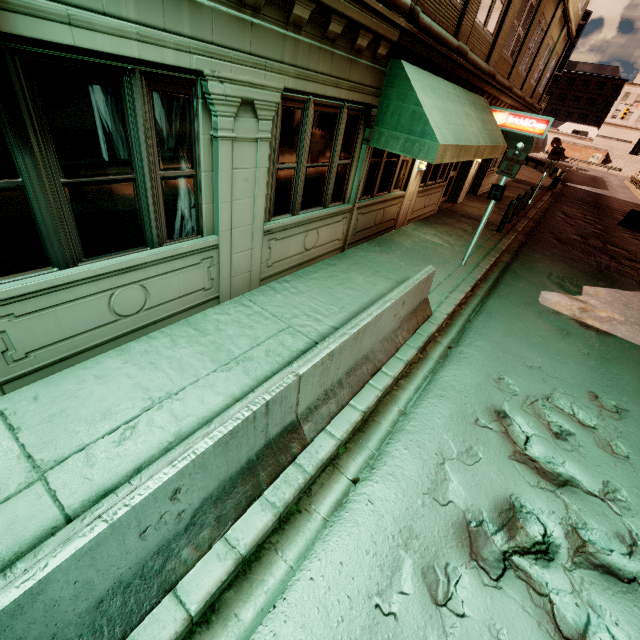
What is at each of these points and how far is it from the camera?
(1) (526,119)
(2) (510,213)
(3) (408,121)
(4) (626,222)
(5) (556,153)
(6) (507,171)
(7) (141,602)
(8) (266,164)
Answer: (1) sign, 11.7 meters
(2) bollard, 12.1 meters
(3) awning, 6.3 meters
(4) barrier, 18.9 meters
(5) sign, 17.4 meters
(6) sign, 7.7 meters
(7) barrier, 2.3 meters
(8) building, 4.9 meters

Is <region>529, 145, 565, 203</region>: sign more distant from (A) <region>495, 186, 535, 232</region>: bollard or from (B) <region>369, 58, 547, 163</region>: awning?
(B) <region>369, 58, 547, 163</region>: awning

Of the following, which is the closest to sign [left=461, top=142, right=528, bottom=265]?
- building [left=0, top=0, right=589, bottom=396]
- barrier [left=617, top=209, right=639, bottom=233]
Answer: building [left=0, top=0, right=589, bottom=396]

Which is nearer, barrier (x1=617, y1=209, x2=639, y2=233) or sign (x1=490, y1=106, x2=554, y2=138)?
sign (x1=490, y1=106, x2=554, y2=138)

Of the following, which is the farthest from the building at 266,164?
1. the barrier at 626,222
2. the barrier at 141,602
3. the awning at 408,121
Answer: the barrier at 626,222

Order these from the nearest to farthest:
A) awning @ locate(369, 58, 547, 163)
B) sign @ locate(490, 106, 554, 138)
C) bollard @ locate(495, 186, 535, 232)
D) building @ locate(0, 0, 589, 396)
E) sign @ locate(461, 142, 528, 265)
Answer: building @ locate(0, 0, 589, 396) < awning @ locate(369, 58, 547, 163) < sign @ locate(461, 142, 528, 265) < sign @ locate(490, 106, 554, 138) < bollard @ locate(495, 186, 535, 232)

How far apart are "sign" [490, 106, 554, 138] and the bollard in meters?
2.2 m

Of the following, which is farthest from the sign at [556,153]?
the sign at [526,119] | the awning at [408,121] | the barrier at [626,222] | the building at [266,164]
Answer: the awning at [408,121]
